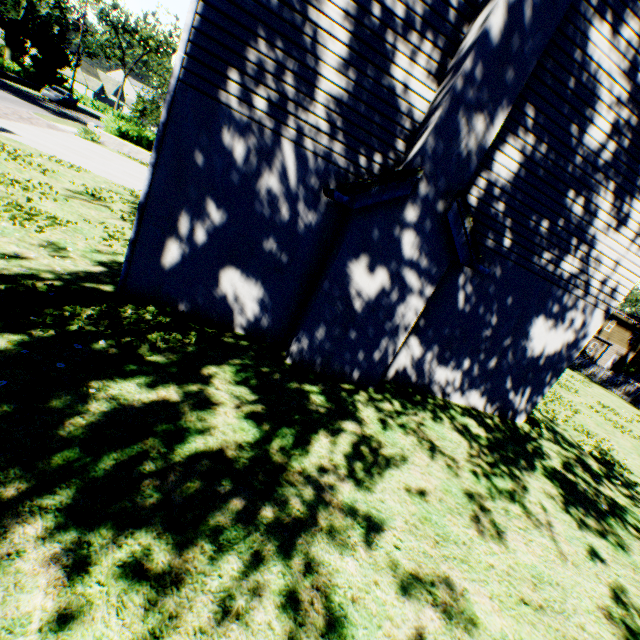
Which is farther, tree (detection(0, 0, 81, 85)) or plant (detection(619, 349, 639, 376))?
plant (detection(619, 349, 639, 376))

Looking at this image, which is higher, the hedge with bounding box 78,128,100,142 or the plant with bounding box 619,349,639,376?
the plant with bounding box 619,349,639,376

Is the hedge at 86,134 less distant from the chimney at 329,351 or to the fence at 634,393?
the chimney at 329,351

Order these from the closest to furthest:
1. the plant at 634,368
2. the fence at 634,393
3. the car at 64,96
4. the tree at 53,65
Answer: the fence at 634,393, the tree at 53,65, the car at 64,96, the plant at 634,368

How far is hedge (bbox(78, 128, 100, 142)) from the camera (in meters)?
20.64

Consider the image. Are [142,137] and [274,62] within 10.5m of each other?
no

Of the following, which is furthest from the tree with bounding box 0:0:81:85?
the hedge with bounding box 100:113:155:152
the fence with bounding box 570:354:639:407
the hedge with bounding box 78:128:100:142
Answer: the hedge with bounding box 78:128:100:142
